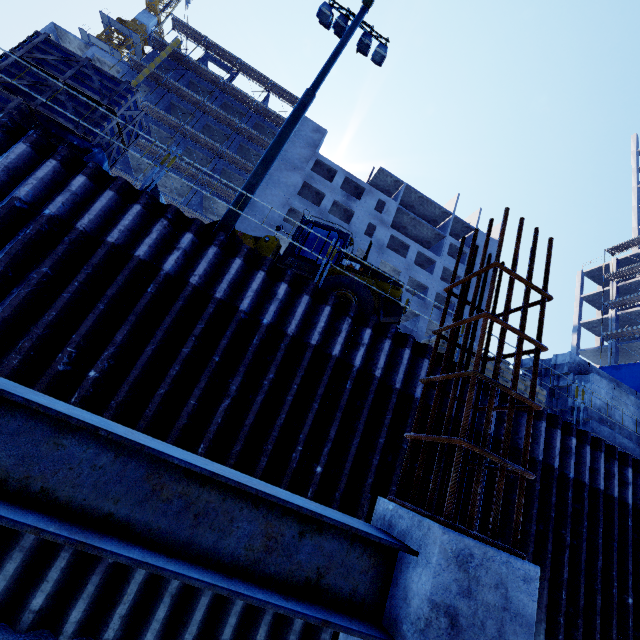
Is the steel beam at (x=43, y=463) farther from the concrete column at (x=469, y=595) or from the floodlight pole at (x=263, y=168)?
the floodlight pole at (x=263, y=168)

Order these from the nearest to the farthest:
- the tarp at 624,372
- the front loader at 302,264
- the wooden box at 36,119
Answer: the wooden box at 36,119 → the front loader at 302,264 → the tarp at 624,372

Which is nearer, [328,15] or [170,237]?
[170,237]

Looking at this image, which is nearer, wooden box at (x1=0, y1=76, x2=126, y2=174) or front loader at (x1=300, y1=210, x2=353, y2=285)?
wooden box at (x1=0, y1=76, x2=126, y2=174)

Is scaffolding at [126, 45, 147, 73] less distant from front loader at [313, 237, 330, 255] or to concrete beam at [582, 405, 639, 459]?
front loader at [313, 237, 330, 255]

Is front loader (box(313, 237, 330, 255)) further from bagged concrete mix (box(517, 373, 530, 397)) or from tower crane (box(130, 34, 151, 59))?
tower crane (box(130, 34, 151, 59))

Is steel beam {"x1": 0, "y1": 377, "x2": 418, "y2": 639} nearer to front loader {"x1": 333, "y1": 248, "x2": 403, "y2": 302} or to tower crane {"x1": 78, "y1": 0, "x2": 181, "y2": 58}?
front loader {"x1": 333, "y1": 248, "x2": 403, "y2": 302}
